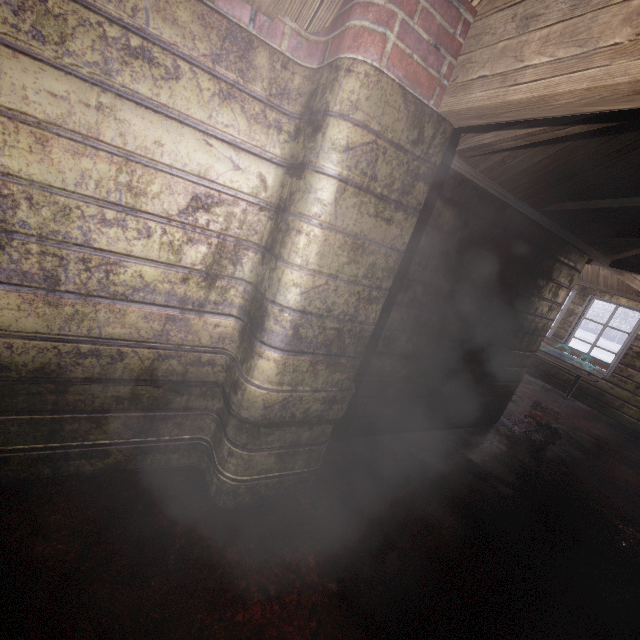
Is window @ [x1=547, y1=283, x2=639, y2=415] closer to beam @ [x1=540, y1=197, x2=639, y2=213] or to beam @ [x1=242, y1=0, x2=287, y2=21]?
beam @ [x1=540, y1=197, x2=639, y2=213]

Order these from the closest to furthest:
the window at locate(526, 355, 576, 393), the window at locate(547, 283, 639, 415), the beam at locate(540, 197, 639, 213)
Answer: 1. the beam at locate(540, 197, 639, 213)
2. the window at locate(547, 283, 639, 415)
3. the window at locate(526, 355, 576, 393)

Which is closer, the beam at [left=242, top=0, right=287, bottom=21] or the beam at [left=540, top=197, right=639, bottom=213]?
the beam at [left=242, top=0, right=287, bottom=21]

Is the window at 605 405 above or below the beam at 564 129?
below

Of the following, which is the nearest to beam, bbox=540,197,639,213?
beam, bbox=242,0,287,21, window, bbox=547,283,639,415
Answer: beam, bbox=242,0,287,21

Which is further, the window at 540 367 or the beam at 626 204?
the window at 540 367

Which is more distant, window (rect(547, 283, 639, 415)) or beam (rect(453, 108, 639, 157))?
window (rect(547, 283, 639, 415))

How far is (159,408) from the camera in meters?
1.6
